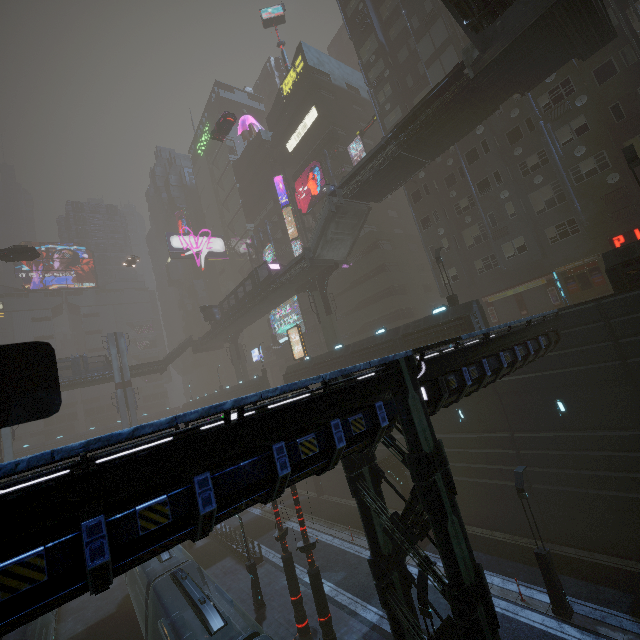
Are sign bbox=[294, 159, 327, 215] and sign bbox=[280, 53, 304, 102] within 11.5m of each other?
no

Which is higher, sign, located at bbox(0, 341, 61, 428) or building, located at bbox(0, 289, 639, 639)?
sign, located at bbox(0, 341, 61, 428)

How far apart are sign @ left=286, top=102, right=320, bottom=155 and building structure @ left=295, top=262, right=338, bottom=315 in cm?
2271

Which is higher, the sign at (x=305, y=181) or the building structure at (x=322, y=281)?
the sign at (x=305, y=181)

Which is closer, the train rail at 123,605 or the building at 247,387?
the train rail at 123,605

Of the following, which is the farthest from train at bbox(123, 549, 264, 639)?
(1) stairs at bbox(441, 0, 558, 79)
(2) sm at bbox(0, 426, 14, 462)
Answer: (2) sm at bbox(0, 426, 14, 462)

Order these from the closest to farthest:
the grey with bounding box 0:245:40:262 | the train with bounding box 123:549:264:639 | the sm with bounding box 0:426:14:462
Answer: the train with bounding box 123:549:264:639 < the grey with bounding box 0:245:40:262 < the sm with bounding box 0:426:14:462

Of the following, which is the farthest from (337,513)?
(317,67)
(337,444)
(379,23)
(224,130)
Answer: (317,67)
